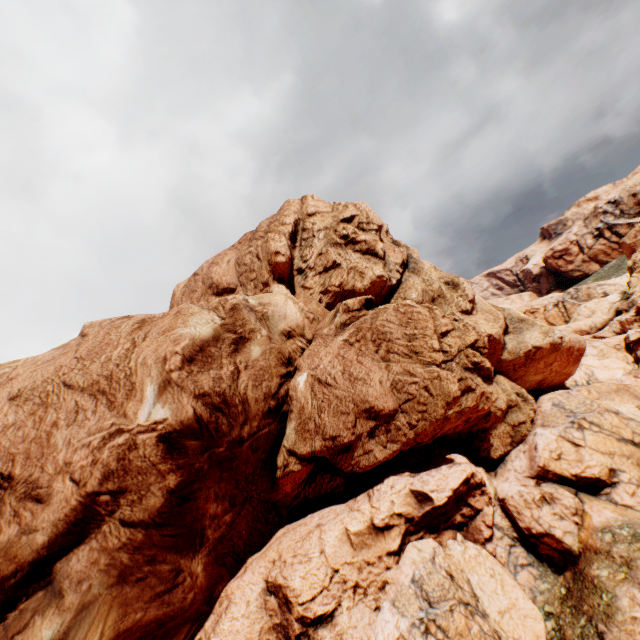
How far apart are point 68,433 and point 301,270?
17.8 meters
